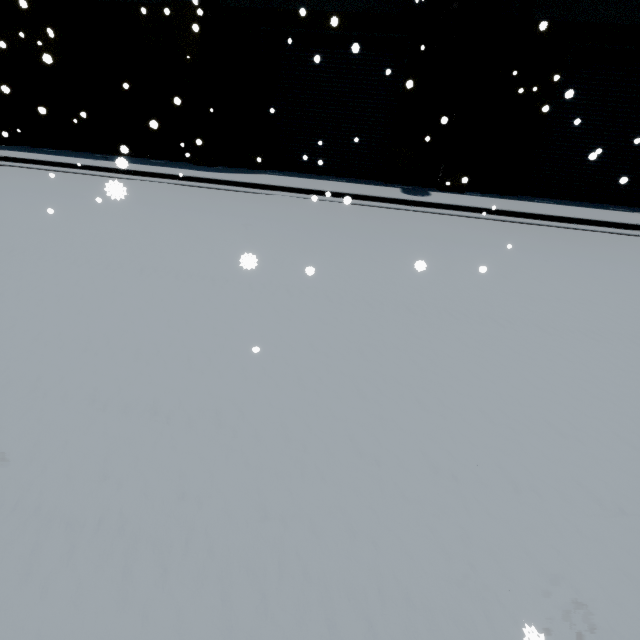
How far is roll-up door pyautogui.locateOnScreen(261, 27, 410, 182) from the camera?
11.1 meters

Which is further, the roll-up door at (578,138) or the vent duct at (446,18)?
the roll-up door at (578,138)

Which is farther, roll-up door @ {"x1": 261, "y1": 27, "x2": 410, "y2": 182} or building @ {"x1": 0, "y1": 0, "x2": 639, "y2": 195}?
roll-up door @ {"x1": 261, "y1": 27, "x2": 410, "y2": 182}

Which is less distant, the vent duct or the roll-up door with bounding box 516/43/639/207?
the vent duct

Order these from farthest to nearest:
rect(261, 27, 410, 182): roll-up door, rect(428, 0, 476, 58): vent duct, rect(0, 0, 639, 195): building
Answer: rect(261, 27, 410, 182): roll-up door, rect(0, 0, 639, 195): building, rect(428, 0, 476, 58): vent duct

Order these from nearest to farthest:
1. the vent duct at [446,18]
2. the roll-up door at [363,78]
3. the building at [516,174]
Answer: the vent duct at [446,18] < the building at [516,174] < the roll-up door at [363,78]

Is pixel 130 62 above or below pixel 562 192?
above
